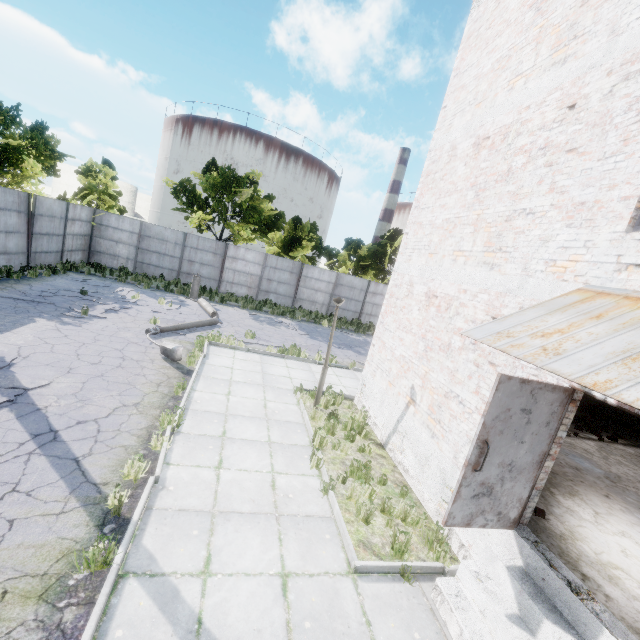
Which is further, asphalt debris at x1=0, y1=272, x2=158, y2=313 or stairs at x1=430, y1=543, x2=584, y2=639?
asphalt debris at x1=0, y1=272, x2=158, y2=313

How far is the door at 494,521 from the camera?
4.0 meters

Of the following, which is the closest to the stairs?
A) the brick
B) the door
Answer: the door

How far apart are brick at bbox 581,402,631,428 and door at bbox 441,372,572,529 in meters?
10.9

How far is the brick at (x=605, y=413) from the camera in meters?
11.7

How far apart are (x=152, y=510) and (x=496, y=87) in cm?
1024

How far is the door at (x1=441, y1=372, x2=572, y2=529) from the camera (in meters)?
3.96

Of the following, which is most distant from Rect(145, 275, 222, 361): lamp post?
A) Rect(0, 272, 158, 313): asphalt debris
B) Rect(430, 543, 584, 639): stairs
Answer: Rect(430, 543, 584, 639): stairs
